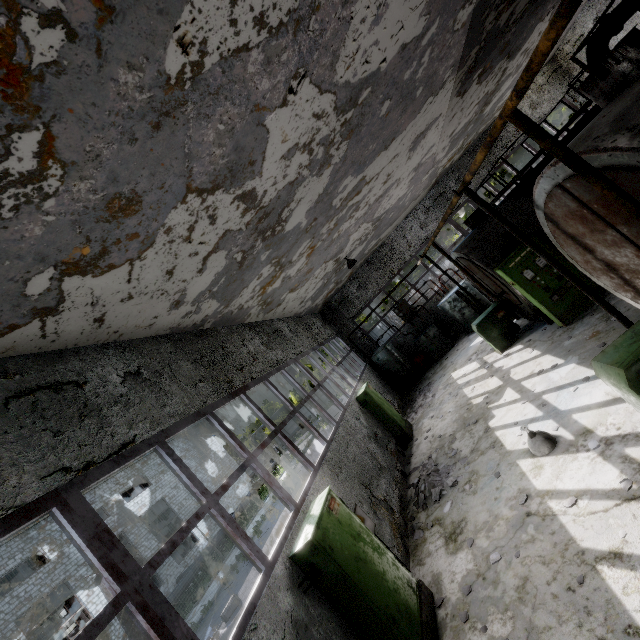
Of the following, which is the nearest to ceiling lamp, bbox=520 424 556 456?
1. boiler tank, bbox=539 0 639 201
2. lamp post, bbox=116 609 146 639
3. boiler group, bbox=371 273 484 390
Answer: boiler tank, bbox=539 0 639 201

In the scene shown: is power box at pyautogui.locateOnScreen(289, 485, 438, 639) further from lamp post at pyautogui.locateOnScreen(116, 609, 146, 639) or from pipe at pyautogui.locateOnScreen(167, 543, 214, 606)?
pipe at pyautogui.locateOnScreen(167, 543, 214, 606)

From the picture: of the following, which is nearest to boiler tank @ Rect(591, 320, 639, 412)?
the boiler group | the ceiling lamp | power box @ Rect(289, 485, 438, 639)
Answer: the ceiling lamp

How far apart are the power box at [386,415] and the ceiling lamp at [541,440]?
5.66m

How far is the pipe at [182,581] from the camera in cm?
2044

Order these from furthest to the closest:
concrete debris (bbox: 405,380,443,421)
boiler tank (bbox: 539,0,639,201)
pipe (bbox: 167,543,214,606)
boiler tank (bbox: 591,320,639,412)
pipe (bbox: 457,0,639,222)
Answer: pipe (bbox: 167,543,214,606) < concrete debris (bbox: 405,380,443,421) < boiler tank (bbox: 591,320,639,412) < boiler tank (bbox: 539,0,639,201) < pipe (bbox: 457,0,639,222)

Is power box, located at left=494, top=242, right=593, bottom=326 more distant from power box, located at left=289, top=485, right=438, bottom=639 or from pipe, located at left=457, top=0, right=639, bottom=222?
pipe, located at left=457, top=0, right=639, bottom=222

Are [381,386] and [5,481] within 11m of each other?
no
